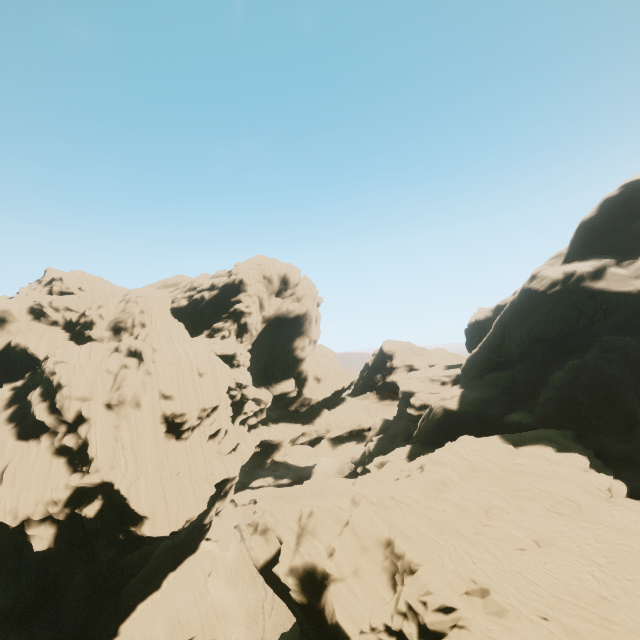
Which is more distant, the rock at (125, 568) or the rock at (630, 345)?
the rock at (125, 568)

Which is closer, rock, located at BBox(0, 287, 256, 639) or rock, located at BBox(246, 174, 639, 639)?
rock, located at BBox(246, 174, 639, 639)

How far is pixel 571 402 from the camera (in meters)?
34.31
